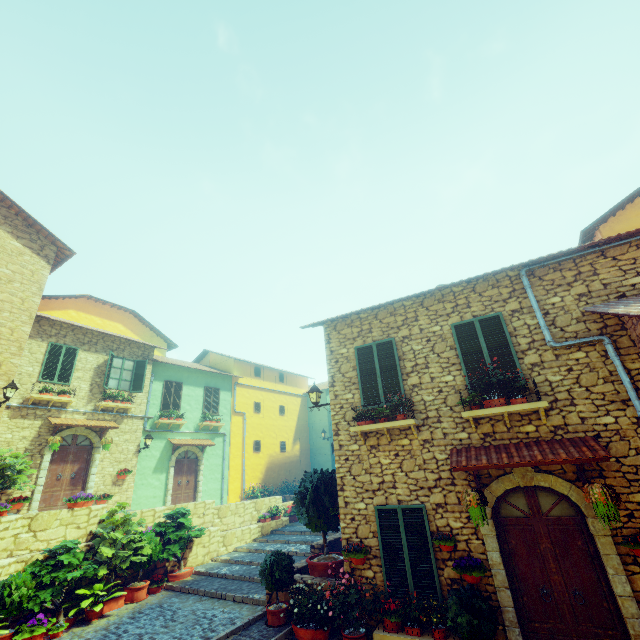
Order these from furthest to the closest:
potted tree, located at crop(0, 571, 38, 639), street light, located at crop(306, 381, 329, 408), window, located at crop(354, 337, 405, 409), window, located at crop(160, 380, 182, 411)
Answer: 1. window, located at crop(160, 380, 182, 411)
2. street light, located at crop(306, 381, 329, 408)
3. window, located at crop(354, 337, 405, 409)
4. potted tree, located at crop(0, 571, 38, 639)

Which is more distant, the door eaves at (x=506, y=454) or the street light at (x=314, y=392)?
the street light at (x=314, y=392)

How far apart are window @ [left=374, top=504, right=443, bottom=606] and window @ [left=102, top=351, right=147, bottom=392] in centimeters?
1294cm

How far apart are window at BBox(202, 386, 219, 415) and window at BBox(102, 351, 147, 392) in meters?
3.9 m

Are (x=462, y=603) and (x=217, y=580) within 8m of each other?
yes

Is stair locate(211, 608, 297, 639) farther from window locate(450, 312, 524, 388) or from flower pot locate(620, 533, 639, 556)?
window locate(450, 312, 524, 388)

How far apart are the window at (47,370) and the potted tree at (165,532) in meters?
7.1 m

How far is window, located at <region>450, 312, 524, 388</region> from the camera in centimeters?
688cm
